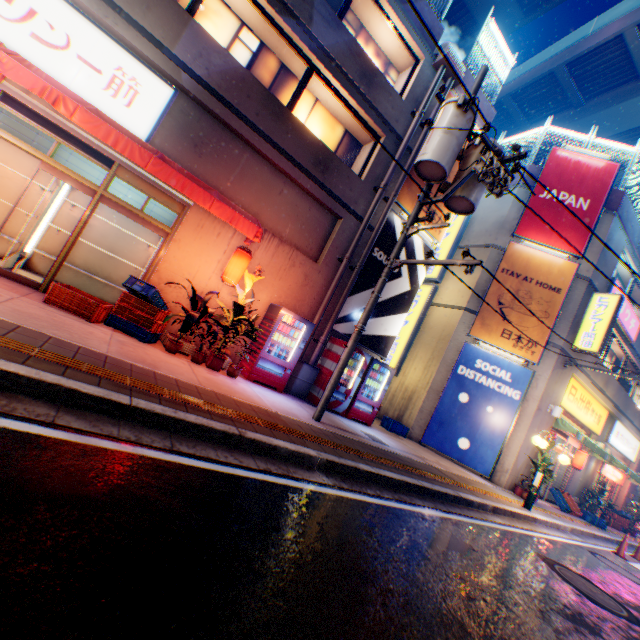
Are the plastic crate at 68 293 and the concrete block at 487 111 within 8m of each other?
no

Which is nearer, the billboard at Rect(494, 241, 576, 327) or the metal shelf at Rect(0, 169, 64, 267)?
the metal shelf at Rect(0, 169, 64, 267)

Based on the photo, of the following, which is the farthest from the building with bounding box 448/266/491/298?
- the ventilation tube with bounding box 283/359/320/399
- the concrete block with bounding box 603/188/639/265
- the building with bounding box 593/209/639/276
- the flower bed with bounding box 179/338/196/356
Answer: the flower bed with bounding box 179/338/196/356

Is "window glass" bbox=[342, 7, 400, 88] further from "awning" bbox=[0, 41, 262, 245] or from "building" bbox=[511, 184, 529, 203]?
"building" bbox=[511, 184, 529, 203]

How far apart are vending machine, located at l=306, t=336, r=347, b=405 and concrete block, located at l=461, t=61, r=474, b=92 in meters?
9.6 m

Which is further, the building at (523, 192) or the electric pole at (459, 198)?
the building at (523, 192)

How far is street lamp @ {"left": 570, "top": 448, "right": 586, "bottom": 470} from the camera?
15.01m

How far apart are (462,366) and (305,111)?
10.6m
